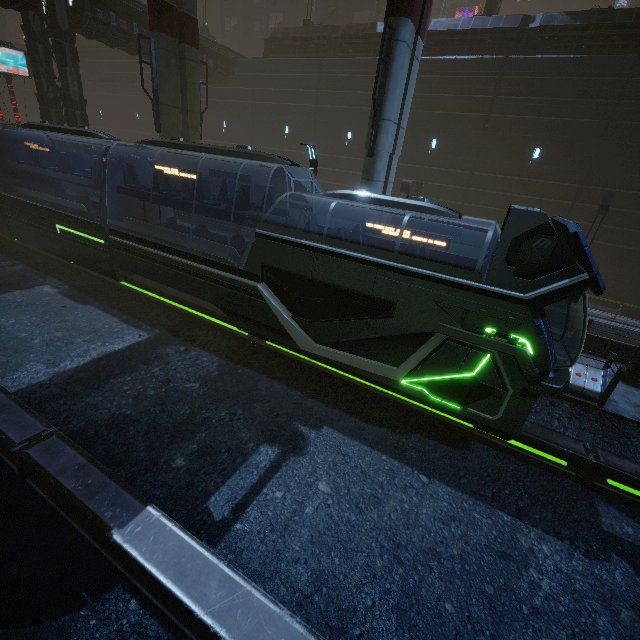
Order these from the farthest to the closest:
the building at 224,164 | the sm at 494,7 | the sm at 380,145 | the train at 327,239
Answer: the building at 224,164 < the sm at 494,7 < the sm at 380,145 < the train at 327,239

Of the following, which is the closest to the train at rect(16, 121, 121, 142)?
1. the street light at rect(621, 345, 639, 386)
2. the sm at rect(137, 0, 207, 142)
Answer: the sm at rect(137, 0, 207, 142)

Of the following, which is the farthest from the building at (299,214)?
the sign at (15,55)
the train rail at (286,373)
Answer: the sign at (15,55)

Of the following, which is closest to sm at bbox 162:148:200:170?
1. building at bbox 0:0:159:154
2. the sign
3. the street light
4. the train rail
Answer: building at bbox 0:0:159:154

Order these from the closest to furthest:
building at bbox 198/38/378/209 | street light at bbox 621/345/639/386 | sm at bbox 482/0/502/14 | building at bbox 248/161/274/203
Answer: street light at bbox 621/345/639/386, sm at bbox 482/0/502/14, building at bbox 198/38/378/209, building at bbox 248/161/274/203

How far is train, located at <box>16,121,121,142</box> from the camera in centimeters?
1177cm

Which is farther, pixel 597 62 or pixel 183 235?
pixel 597 62

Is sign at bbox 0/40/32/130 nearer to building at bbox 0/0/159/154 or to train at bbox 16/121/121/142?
building at bbox 0/0/159/154
